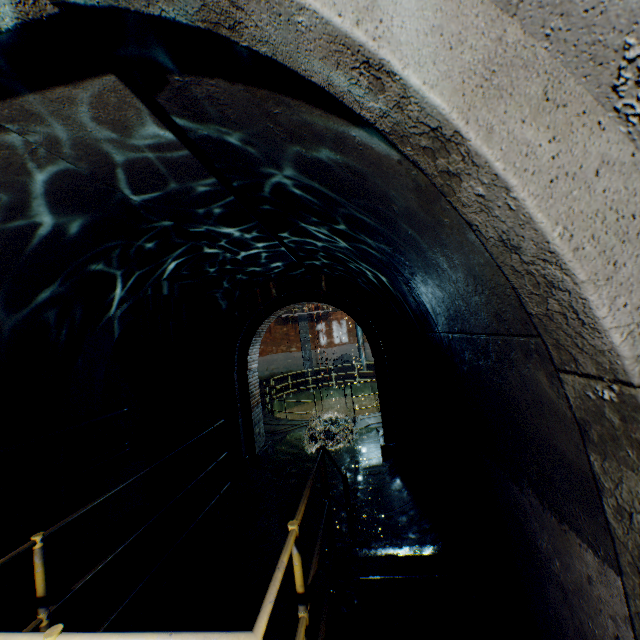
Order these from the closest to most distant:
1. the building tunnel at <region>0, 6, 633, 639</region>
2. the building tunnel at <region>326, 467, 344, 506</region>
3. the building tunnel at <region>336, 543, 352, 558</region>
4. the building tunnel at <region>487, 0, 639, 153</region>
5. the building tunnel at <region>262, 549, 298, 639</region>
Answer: the building tunnel at <region>487, 0, 639, 153</region> → the building tunnel at <region>0, 6, 633, 639</region> → the building tunnel at <region>262, 549, 298, 639</region> → the building tunnel at <region>336, 543, 352, 558</region> → the building tunnel at <region>326, 467, 344, 506</region>

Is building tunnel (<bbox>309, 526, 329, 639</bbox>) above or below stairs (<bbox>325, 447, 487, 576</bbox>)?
below

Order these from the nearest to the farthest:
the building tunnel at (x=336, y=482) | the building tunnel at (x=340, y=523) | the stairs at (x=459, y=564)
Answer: the stairs at (x=459, y=564), the building tunnel at (x=340, y=523), the building tunnel at (x=336, y=482)

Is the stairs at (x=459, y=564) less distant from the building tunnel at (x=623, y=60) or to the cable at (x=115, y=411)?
the building tunnel at (x=623, y=60)

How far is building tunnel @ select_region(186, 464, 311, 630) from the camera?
4.0 meters

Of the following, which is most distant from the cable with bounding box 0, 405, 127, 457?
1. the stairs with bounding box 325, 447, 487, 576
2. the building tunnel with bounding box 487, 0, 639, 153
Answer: the stairs with bounding box 325, 447, 487, 576

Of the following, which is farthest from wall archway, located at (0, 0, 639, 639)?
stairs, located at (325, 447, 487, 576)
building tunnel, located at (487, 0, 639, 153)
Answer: stairs, located at (325, 447, 487, 576)

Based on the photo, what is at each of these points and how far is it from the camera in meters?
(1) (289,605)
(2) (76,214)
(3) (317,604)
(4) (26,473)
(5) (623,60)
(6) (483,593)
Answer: (1) building tunnel, 4.1
(2) building tunnel, 2.9
(3) building tunnel, 4.0
(4) building tunnel, 3.4
(5) building tunnel, 0.5
(6) walkway, 2.7
